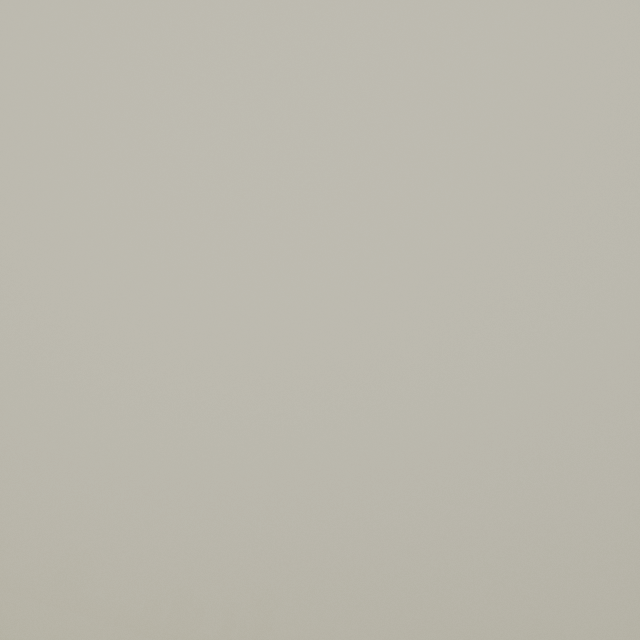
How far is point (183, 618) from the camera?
49.3 meters
